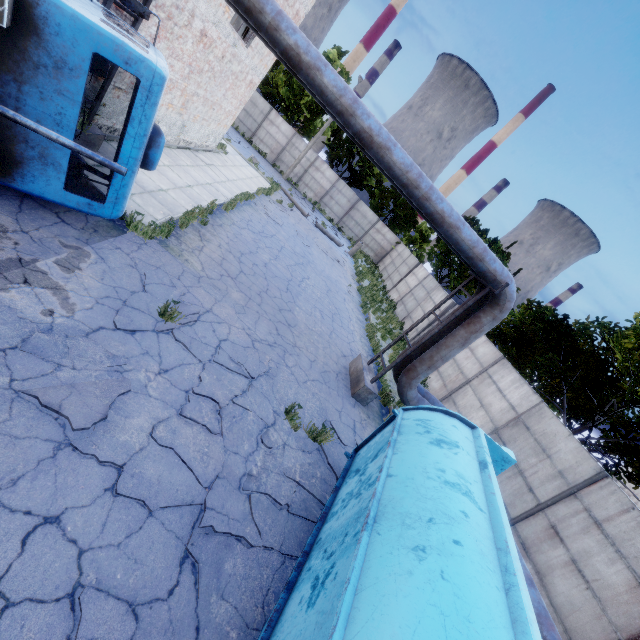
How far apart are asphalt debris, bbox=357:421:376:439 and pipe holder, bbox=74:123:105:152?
9.6 meters

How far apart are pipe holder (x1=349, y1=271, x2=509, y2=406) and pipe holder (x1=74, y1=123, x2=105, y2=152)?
9.4 meters

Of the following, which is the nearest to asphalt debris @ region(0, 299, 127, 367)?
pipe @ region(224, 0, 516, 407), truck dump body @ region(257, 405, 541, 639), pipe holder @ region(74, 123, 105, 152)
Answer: truck dump body @ region(257, 405, 541, 639)

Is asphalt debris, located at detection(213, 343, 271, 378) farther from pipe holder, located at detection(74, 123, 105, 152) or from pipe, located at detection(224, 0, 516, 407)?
pipe holder, located at detection(74, 123, 105, 152)

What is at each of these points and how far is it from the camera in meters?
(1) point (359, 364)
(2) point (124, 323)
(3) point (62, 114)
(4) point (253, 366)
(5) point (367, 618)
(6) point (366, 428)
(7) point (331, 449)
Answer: (1) pipe holder, 10.4
(2) asphalt debris, 5.3
(3) truck, 4.8
(4) asphalt debris, 7.0
(5) truck dump body, 2.3
(6) asphalt debris, 8.8
(7) asphalt debris, 7.0

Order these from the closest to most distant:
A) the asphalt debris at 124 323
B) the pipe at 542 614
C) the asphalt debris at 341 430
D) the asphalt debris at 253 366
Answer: the asphalt debris at 124 323 < the pipe at 542 614 < the asphalt debris at 253 366 < the asphalt debris at 341 430

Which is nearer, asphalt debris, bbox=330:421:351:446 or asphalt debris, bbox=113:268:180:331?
asphalt debris, bbox=113:268:180:331

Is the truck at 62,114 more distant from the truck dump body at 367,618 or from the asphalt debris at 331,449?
the truck dump body at 367,618
